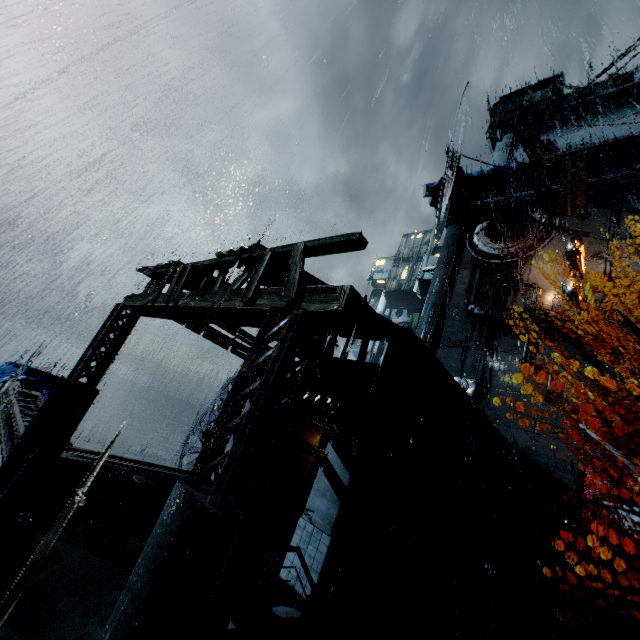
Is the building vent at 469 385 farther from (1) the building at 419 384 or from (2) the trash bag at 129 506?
(2) the trash bag at 129 506

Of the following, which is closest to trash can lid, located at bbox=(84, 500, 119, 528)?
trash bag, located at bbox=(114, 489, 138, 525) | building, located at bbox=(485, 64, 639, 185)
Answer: trash bag, located at bbox=(114, 489, 138, 525)

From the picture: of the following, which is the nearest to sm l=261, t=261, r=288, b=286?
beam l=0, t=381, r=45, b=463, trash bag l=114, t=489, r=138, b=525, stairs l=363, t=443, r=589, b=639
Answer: beam l=0, t=381, r=45, b=463

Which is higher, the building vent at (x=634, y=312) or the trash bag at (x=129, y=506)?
the building vent at (x=634, y=312)

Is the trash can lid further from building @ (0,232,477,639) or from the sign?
the sign

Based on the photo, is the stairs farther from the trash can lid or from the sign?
the sign

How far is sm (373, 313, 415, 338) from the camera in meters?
9.7

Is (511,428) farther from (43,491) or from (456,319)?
(43,491)
